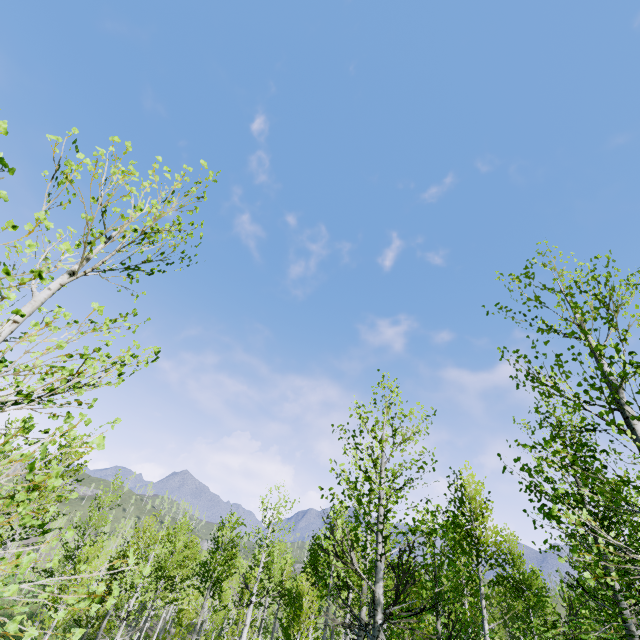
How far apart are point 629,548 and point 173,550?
25.5m
